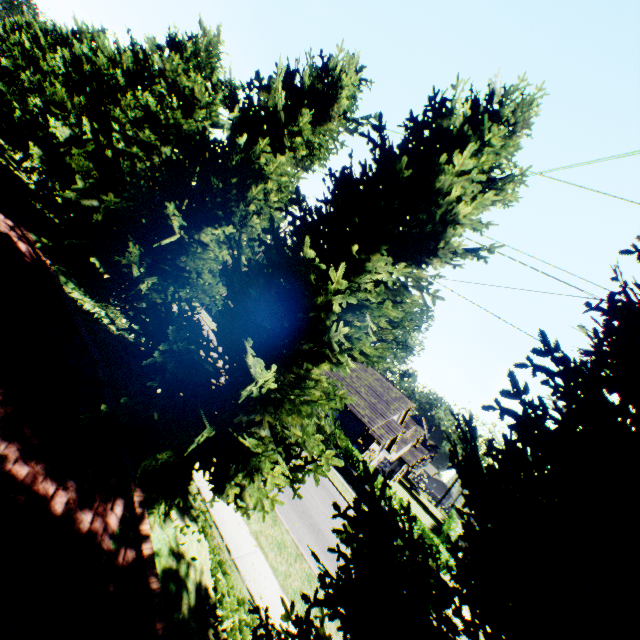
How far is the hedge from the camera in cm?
2149

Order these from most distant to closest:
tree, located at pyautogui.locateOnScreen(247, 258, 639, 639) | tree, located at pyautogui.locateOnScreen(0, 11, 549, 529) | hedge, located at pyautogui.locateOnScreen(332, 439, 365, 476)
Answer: hedge, located at pyautogui.locateOnScreen(332, 439, 365, 476) → tree, located at pyautogui.locateOnScreen(0, 11, 549, 529) → tree, located at pyautogui.locateOnScreen(247, 258, 639, 639)

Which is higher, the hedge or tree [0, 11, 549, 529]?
tree [0, 11, 549, 529]

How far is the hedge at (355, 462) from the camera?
21.5 meters

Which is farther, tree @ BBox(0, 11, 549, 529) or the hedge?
the hedge

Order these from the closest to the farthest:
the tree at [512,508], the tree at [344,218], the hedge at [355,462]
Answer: the tree at [512,508]
the tree at [344,218]
the hedge at [355,462]

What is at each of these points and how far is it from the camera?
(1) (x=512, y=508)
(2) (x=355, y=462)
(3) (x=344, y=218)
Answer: (1) tree, 3.5 meters
(2) hedge, 21.7 meters
(3) tree, 6.2 meters
